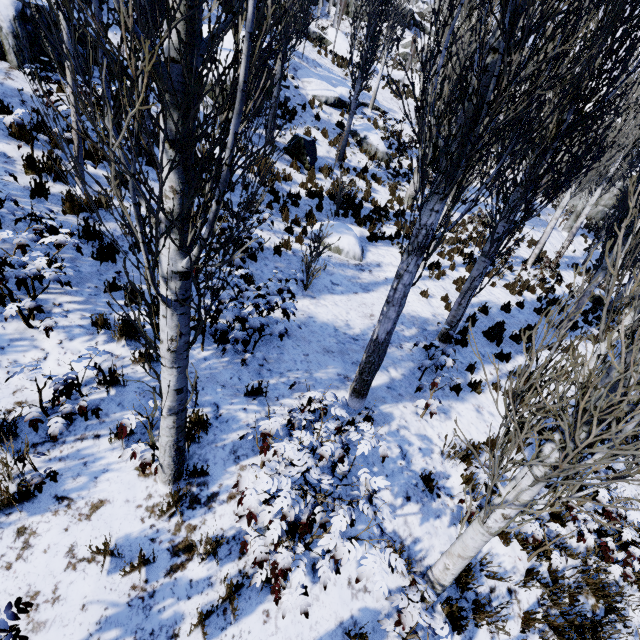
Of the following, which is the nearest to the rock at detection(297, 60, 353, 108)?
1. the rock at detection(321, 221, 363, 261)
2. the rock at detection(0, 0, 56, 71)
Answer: the rock at detection(0, 0, 56, 71)

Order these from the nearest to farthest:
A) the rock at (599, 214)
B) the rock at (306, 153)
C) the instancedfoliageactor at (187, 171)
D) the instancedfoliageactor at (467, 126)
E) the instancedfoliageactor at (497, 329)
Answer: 1. the instancedfoliageactor at (187, 171)
2. the instancedfoliageactor at (467, 126)
3. the instancedfoliageactor at (497, 329)
4. the rock at (306, 153)
5. the rock at (599, 214)

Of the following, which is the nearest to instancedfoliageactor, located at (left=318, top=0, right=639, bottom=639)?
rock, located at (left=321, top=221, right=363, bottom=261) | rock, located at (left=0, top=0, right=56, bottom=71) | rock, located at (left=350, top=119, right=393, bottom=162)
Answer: rock, located at (left=350, top=119, right=393, bottom=162)

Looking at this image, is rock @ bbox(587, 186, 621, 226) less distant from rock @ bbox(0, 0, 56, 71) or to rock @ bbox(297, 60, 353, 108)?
rock @ bbox(297, 60, 353, 108)

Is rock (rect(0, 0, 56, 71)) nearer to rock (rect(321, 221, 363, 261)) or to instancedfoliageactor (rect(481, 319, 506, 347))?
instancedfoliageactor (rect(481, 319, 506, 347))

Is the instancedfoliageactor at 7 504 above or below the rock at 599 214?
below

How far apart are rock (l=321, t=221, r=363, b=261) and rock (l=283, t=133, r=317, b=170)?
3.4m

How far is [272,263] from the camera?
7.71m
